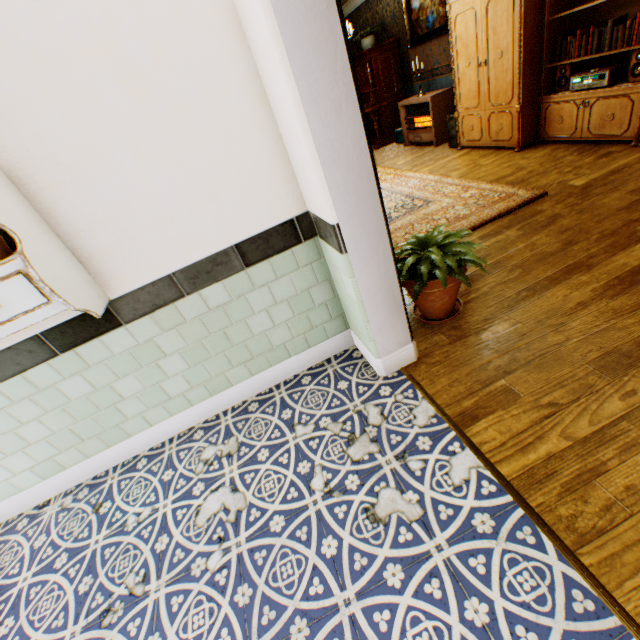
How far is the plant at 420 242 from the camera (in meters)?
2.05

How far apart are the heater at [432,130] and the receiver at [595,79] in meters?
2.6 m

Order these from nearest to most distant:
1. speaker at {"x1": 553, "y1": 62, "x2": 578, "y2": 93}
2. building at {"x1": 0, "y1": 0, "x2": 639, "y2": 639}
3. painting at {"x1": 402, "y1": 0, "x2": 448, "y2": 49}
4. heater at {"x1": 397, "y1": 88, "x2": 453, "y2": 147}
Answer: building at {"x1": 0, "y1": 0, "x2": 639, "y2": 639} → speaker at {"x1": 553, "y1": 62, "x2": 578, "y2": 93} → painting at {"x1": 402, "y1": 0, "x2": 448, "y2": 49} → heater at {"x1": 397, "y1": 88, "x2": 453, "y2": 147}

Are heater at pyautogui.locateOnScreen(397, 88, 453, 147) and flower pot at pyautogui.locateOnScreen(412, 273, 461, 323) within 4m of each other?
no

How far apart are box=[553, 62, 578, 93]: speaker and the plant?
3.55m

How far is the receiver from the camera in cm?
364

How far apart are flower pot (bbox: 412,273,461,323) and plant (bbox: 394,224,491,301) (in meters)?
0.02

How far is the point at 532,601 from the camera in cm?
116
